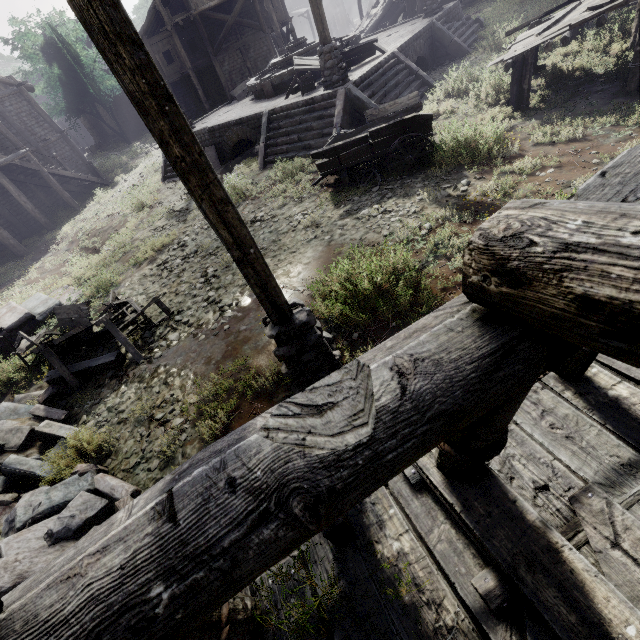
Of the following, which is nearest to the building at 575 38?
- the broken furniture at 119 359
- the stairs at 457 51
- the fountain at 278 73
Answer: the broken furniture at 119 359

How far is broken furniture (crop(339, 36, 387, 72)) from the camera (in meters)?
12.97

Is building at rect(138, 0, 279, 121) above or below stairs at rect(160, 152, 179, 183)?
above

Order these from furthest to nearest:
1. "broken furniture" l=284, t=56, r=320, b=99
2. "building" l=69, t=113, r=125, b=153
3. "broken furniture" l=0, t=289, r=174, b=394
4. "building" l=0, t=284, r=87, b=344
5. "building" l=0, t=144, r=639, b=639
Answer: "building" l=69, t=113, r=125, b=153 < "broken furniture" l=284, t=56, r=320, b=99 < "building" l=0, t=284, r=87, b=344 < "broken furniture" l=0, t=289, r=174, b=394 < "building" l=0, t=144, r=639, b=639

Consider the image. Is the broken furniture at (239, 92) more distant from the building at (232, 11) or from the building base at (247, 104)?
the building at (232, 11)

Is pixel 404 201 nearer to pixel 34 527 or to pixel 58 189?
pixel 34 527

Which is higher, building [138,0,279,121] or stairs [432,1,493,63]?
building [138,0,279,121]

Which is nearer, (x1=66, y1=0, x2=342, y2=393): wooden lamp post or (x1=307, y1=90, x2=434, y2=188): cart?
(x1=66, y1=0, x2=342, y2=393): wooden lamp post
